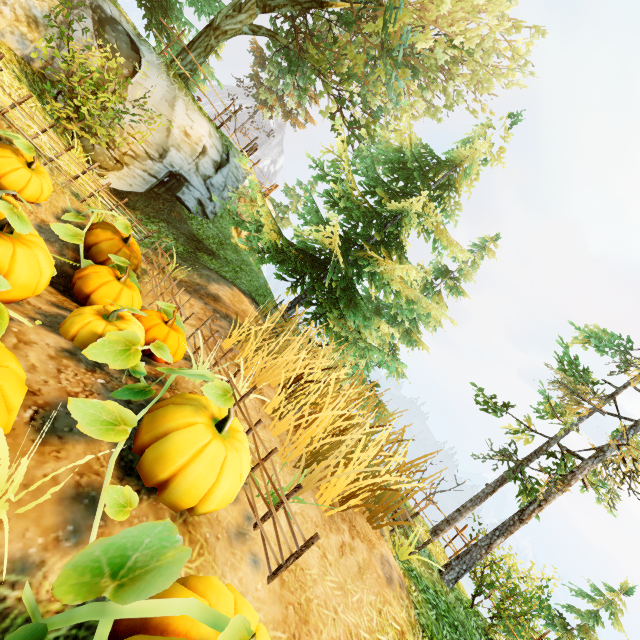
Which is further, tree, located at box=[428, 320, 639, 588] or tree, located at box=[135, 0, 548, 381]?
tree, located at box=[135, 0, 548, 381]

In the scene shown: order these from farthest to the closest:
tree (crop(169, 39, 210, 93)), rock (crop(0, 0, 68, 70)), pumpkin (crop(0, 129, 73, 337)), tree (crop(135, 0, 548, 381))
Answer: tree (crop(169, 39, 210, 93))
tree (crop(135, 0, 548, 381))
rock (crop(0, 0, 68, 70))
pumpkin (crop(0, 129, 73, 337))

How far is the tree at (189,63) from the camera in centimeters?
1216cm

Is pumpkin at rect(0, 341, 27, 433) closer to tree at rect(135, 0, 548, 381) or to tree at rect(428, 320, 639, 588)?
tree at rect(428, 320, 639, 588)

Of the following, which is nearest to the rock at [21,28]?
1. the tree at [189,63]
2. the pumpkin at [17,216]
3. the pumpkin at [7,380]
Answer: the pumpkin at [17,216]

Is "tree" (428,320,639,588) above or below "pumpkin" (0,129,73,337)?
above

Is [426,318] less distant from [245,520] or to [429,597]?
[429,597]

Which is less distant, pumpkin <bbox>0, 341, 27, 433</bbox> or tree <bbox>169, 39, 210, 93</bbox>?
pumpkin <bbox>0, 341, 27, 433</bbox>
